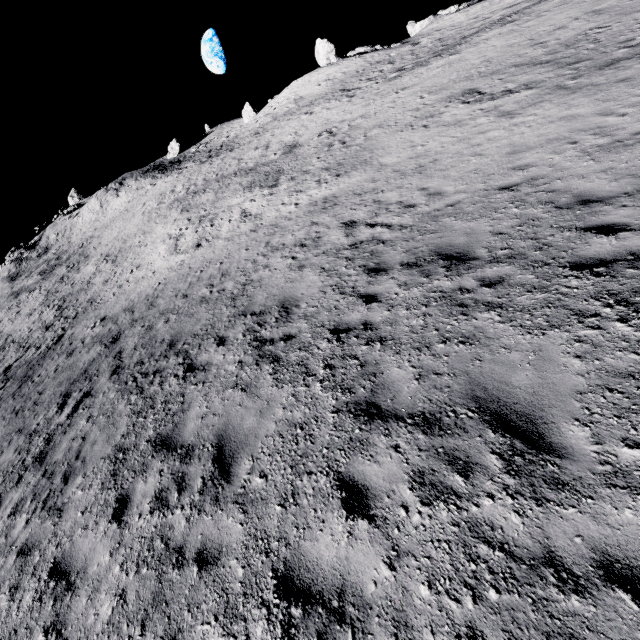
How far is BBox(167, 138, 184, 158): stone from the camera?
55.8 meters

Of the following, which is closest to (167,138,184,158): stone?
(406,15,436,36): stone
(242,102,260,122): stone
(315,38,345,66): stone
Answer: (242,102,260,122): stone

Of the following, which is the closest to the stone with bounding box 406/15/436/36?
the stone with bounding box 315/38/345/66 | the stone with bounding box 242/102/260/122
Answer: the stone with bounding box 315/38/345/66

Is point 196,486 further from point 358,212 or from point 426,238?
point 358,212

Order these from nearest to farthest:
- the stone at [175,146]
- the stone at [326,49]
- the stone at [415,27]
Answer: the stone at [326,49]
the stone at [415,27]
the stone at [175,146]

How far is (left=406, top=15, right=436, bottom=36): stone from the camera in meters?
43.8

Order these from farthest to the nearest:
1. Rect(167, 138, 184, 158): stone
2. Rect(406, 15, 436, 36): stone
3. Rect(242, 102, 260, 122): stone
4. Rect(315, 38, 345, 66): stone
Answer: Rect(167, 138, 184, 158): stone
Rect(242, 102, 260, 122): stone
Rect(406, 15, 436, 36): stone
Rect(315, 38, 345, 66): stone

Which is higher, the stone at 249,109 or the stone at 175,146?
the stone at 175,146
